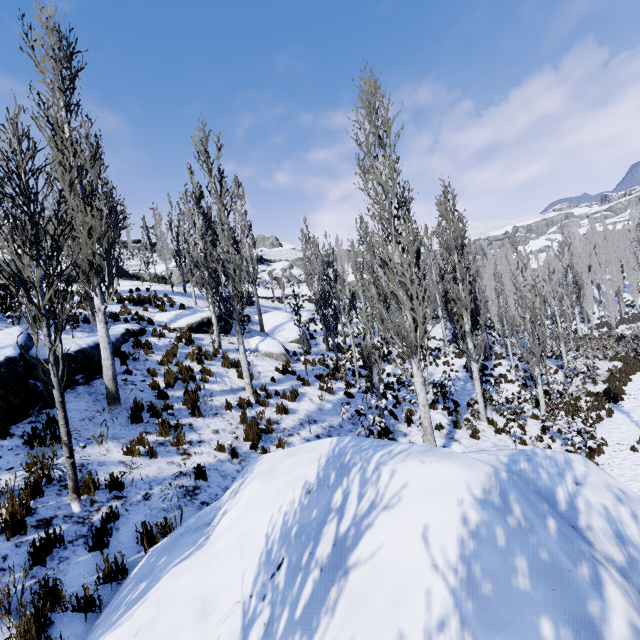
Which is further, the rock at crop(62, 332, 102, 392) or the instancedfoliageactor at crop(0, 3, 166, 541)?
the rock at crop(62, 332, 102, 392)

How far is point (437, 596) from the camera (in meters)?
1.67

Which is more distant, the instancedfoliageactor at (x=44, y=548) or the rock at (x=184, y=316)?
the rock at (x=184, y=316)

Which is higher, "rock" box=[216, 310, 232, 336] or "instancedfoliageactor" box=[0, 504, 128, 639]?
"rock" box=[216, 310, 232, 336]

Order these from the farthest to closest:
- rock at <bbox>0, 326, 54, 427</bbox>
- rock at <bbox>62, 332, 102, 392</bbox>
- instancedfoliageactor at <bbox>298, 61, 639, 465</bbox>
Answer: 1. instancedfoliageactor at <bbox>298, 61, 639, 465</bbox>
2. rock at <bbox>62, 332, 102, 392</bbox>
3. rock at <bbox>0, 326, 54, 427</bbox>

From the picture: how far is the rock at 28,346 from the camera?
7.11m

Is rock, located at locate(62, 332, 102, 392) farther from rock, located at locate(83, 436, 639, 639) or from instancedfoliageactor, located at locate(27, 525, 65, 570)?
rock, located at locate(83, 436, 639, 639)

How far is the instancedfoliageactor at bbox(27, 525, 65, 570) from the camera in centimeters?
394cm
